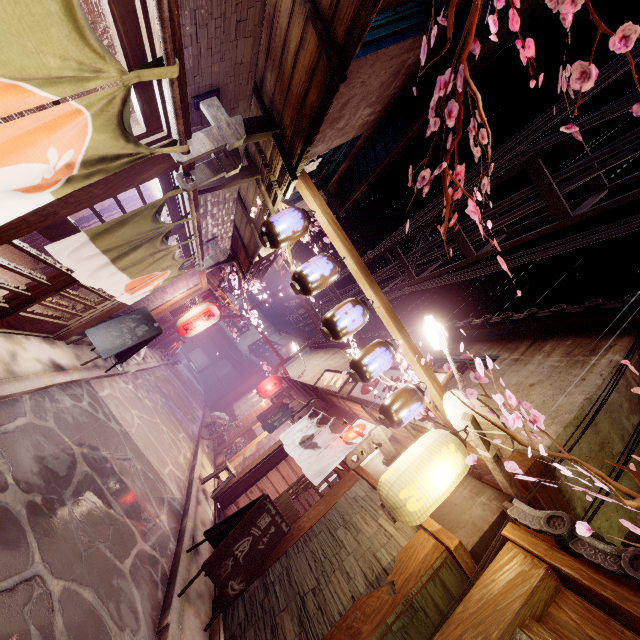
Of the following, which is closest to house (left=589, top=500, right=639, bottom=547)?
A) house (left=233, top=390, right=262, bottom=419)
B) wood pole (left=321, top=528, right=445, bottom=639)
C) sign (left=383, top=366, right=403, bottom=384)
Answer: sign (left=383, top=366, right=403, bottom=384)

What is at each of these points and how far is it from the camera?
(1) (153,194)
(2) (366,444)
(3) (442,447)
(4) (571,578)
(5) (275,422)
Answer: (1) building, 12.5 meters
(2) wood base, 10.3 meters
(3) lantern, 6.5 meters
(4) wood bar, 4.4 meters
(5) flag, 18.5 meters

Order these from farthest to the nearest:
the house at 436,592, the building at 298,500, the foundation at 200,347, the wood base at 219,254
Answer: the foundation at 200,347
the building at 298,500
the wood base at 219,254
the house at 436,592

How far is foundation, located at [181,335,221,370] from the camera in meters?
56.2

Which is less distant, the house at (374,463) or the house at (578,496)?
the house at (578,496)

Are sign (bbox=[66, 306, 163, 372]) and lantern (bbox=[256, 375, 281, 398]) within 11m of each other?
no

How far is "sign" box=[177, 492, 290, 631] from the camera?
7.9m

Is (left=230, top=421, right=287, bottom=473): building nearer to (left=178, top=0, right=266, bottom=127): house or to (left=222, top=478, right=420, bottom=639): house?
(left=222, top=478, right=420, bottom=639): house
